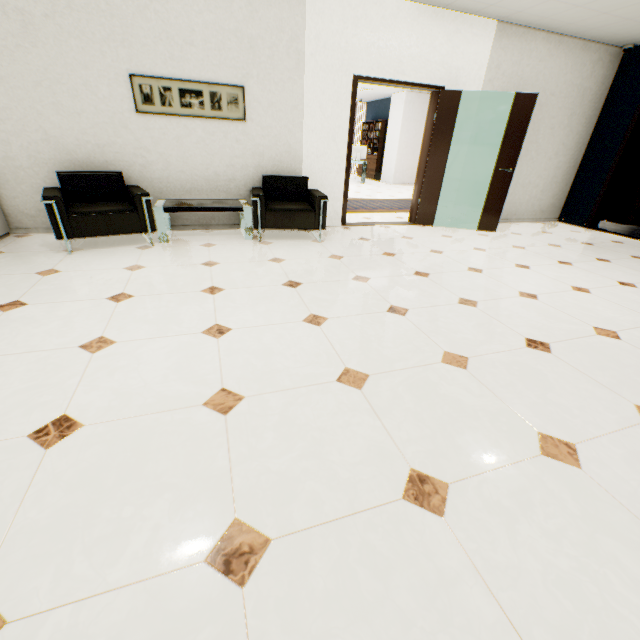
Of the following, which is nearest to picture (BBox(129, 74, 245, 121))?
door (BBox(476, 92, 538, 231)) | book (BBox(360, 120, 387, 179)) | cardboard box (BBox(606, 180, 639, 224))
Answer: door (BBox(476, 92, 538, 231))

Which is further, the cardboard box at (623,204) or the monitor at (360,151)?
the monitor at (360,151)

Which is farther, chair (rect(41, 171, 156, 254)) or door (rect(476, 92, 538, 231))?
door (rect(476, 92, 538, 231))

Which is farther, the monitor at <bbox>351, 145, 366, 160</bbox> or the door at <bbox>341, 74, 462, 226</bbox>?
the monitor at <bbox>351, 145, 366, 160</bbox>

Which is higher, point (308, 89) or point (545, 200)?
point (308, 89)

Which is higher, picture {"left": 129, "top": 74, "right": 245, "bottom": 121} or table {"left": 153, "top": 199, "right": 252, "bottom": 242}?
picture {"left": 129, "top": 74, "right": 245, "bottom": 121}

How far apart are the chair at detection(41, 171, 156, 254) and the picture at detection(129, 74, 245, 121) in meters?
0.8

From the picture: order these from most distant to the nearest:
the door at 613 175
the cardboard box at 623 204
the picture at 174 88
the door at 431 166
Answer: the cardboard box at 623 204
the door at 613 175
the door at 431 166
the picture at 174 88
